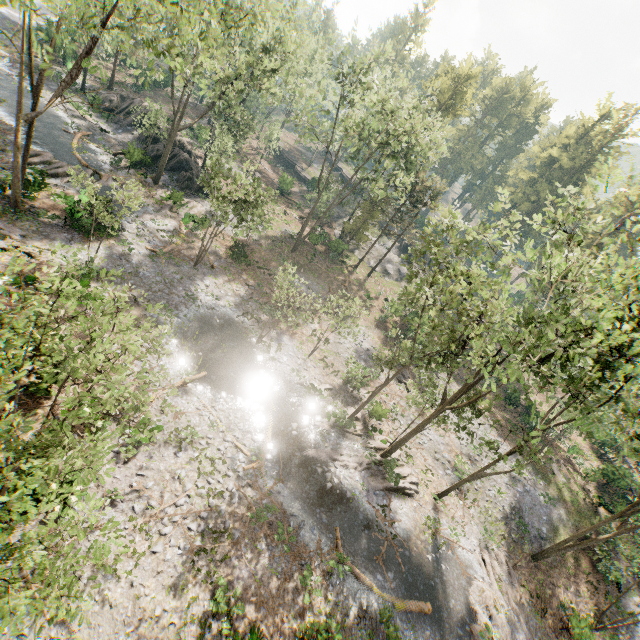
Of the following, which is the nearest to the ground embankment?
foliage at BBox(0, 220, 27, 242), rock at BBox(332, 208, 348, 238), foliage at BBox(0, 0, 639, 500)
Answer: foliage at BBox(0, 0, 639, 500)

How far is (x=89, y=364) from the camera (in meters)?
7.95

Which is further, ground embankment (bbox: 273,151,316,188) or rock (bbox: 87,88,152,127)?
ground embankment (bbox: 273,151,316,188)

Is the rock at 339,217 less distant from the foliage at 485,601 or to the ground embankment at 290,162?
the foliage at 485,601

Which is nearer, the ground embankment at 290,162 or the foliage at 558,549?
the foliage at 558,549

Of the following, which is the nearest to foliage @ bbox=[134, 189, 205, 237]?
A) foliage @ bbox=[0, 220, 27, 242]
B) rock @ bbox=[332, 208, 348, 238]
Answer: rock @ bbox=[332, 208, 348, 238]

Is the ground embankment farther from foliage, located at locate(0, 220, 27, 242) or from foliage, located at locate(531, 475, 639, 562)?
foliage, located at locate(0, 220, 27, 242)

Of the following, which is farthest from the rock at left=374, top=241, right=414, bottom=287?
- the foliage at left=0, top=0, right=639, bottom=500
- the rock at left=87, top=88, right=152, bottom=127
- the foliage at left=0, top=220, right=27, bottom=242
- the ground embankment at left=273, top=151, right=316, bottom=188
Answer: the foliage at left=0, top=220, right=27, bottom=242
